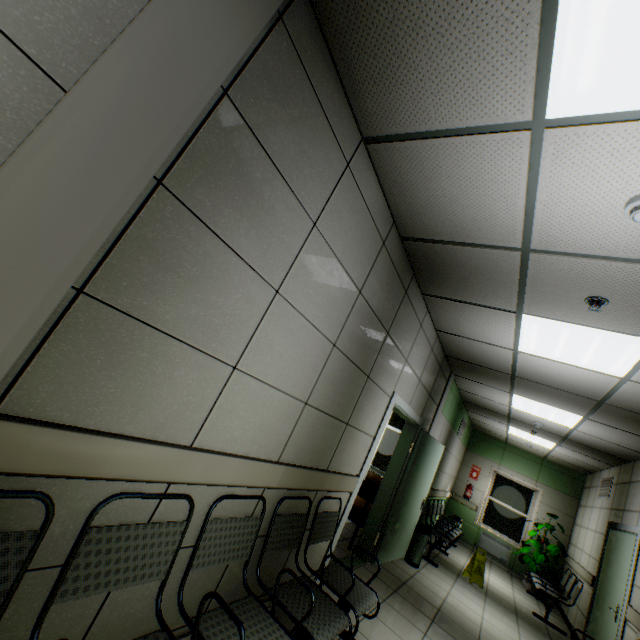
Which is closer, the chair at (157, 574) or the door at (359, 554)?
the chair at (157, 574)

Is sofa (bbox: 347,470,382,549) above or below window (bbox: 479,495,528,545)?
below

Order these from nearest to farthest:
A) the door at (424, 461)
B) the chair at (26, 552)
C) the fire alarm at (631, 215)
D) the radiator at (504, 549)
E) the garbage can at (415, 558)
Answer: the chair at (26, 552) < the fire alarm at (631, 215) < the door at (424, 461) < the garbage can at (415, 558) < the radiator at (504, 549)

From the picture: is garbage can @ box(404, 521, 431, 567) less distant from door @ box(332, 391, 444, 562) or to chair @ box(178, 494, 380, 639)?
door @ box(332, 391, 444, 562)

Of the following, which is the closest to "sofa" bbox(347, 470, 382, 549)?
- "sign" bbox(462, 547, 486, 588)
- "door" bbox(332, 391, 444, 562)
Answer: "door" bbox(332, 391, 444, 562)

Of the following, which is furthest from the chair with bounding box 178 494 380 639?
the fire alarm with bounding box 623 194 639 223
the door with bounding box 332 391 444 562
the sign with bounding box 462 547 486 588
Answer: the sign with bounding box 462 547 486 588

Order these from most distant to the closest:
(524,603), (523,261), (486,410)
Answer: (486,410)
(524,603)
(523,261)

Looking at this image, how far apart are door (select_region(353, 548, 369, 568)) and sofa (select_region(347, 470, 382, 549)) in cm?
3
